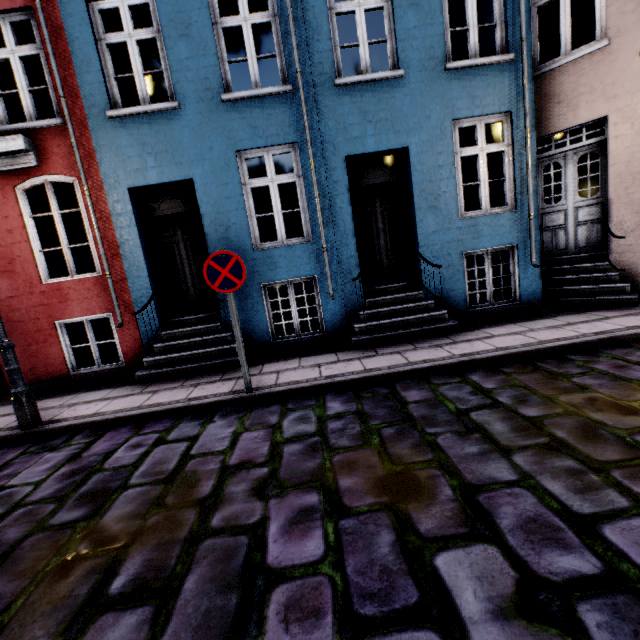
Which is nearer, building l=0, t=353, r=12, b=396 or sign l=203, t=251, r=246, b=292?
sign l=203, t=251, r=246, b=292

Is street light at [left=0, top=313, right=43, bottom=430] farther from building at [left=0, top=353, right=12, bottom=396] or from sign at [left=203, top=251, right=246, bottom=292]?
sign at [left=203, top=251, right=246, bottom=292]

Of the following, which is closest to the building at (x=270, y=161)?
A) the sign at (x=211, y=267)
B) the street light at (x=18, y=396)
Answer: the street light at (x=18, y=396)

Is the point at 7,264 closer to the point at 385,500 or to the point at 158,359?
the point at 158,359

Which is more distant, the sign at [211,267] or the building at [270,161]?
the building at [270,161]

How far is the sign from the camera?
4.1m

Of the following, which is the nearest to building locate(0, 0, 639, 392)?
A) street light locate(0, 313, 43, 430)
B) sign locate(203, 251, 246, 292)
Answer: street light locate(0, 313, 43, 430)
